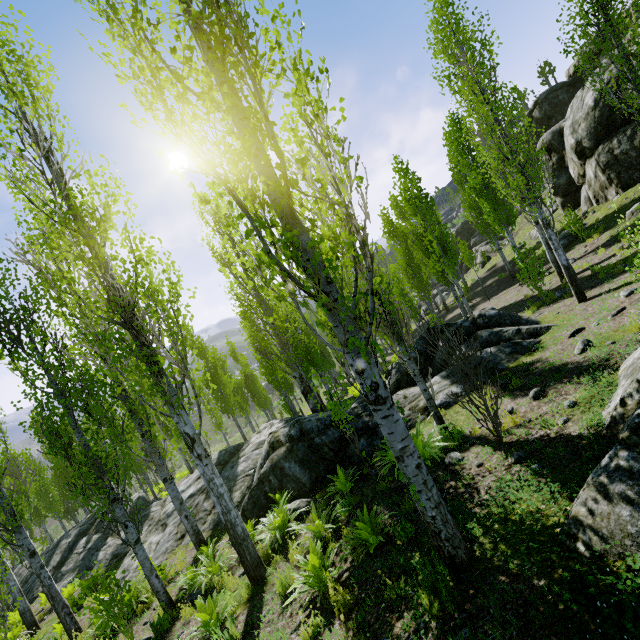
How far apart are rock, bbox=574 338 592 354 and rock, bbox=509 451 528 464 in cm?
324

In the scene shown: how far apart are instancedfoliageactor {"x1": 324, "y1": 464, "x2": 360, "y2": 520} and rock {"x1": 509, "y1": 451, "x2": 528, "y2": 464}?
3.8 meters

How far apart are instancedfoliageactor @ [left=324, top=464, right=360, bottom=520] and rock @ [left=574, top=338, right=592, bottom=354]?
5.3 meters

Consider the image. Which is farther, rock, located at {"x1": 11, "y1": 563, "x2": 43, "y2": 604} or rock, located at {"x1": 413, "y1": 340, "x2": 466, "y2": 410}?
rock, located at {"x1": 11, "y1": 563, "x2": 43, "y2": 604}

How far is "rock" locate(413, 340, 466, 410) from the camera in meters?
8.9 m

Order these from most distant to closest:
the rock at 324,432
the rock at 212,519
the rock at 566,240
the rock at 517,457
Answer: the rock at 566,240
the rock at 212,519
the rock at 324,432
the rock at 517,457

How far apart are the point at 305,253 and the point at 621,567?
3.8 meters

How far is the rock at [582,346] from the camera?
6.52m
